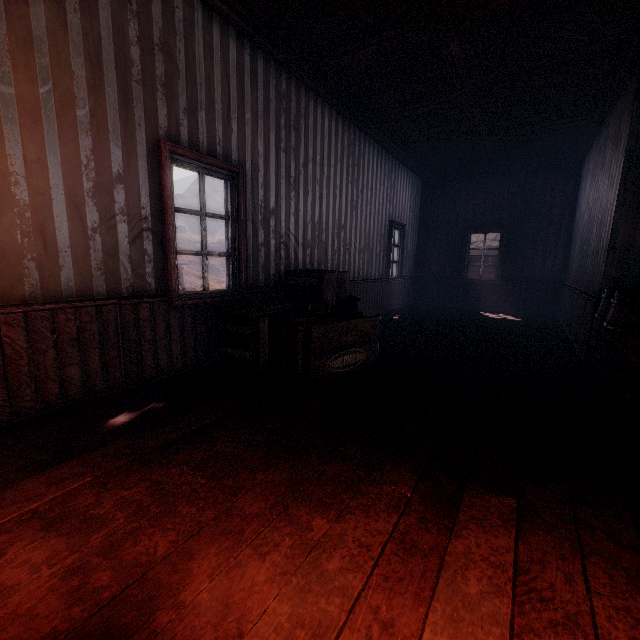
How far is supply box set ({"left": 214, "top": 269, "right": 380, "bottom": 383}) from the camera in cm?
323

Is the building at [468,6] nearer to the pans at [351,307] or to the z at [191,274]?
the pans at [351,307]

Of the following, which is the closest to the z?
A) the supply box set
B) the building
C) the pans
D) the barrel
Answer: the building

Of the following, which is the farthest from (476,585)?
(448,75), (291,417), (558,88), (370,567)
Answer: (558,88)

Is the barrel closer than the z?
Yes

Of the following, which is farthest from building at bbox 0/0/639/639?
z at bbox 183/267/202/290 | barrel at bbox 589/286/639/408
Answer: z at bbox 183/267/202/290

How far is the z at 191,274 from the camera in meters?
43.2 m

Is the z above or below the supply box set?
below
